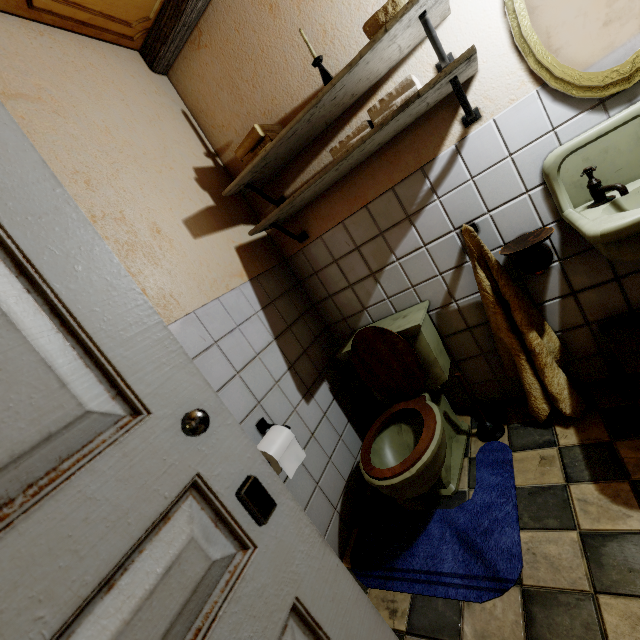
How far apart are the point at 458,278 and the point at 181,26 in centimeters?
205cm

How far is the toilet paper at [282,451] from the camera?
1.3m

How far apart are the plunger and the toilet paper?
0.94m

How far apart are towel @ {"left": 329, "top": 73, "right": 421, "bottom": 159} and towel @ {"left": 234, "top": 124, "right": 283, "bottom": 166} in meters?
0.4

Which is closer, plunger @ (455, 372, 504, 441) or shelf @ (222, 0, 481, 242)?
shelf @ (222, 0, 481, 242)

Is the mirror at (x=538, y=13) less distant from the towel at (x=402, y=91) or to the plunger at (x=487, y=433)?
the towel at (x=402, y=91)

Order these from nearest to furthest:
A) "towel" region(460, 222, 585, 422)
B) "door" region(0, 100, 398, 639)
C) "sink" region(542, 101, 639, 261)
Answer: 1. "door" region(0, 100, 398, 639)
2. "sink" region(542, 101, 639, 261)
3. "towel" region(460, 222, 585, 422)

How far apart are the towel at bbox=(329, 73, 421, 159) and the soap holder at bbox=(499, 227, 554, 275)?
0.8m
